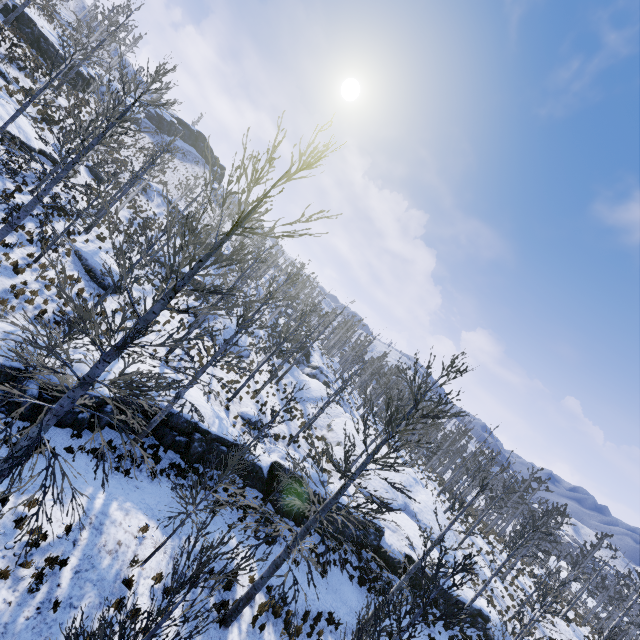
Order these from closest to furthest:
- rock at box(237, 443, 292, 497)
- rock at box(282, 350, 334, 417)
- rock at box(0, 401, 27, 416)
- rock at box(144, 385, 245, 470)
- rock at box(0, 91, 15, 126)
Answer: rock at box(0, 401, 27, 416)
rock at box(144, 385, 245, 470)
rock at box(237, 443, 292, 497)
rock at box(0, 91, 15, 126)
rock at box(282, 350, 334, 417)

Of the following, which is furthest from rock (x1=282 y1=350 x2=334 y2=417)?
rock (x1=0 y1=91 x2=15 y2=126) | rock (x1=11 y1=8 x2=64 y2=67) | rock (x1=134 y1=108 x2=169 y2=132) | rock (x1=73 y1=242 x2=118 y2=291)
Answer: rock (x1=134 y1=108 x2=169 y2=132)

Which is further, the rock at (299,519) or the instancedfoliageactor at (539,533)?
the rock at (299,519)

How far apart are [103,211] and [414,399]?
23.14m

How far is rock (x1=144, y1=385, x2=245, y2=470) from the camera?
14.8 meters

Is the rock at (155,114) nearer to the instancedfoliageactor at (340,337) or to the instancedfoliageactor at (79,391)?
the instancedfoliageactor at (340,337)

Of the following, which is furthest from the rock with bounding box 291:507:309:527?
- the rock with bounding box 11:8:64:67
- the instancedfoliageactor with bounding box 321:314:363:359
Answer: the rock with bounding box 11:8:64:67

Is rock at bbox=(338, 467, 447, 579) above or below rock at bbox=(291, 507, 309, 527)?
above
